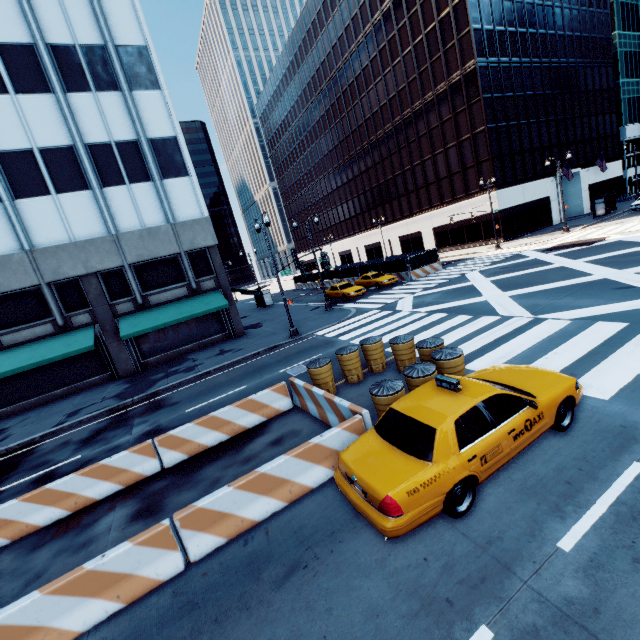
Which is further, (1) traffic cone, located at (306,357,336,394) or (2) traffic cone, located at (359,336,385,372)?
(2) traffic cone, located at (359,336,385,372)

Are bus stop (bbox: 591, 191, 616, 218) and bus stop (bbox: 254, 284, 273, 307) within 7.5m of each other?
no

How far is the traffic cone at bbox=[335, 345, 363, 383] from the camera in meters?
10.8 m

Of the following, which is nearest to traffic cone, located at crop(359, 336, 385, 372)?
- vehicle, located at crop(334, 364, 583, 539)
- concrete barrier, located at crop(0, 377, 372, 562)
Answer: concrete barrier, located at crop(0, 377, 372, 562)

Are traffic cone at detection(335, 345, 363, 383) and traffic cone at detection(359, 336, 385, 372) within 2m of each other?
yes

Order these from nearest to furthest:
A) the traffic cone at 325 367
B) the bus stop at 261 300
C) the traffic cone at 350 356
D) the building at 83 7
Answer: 1. the traffic cone at 325 367
2. the traffic cone at 350 356
3. the building at 83 7
4. the bus stop at 261 300

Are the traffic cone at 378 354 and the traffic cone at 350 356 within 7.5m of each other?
yes

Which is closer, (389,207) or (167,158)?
(167,158)
